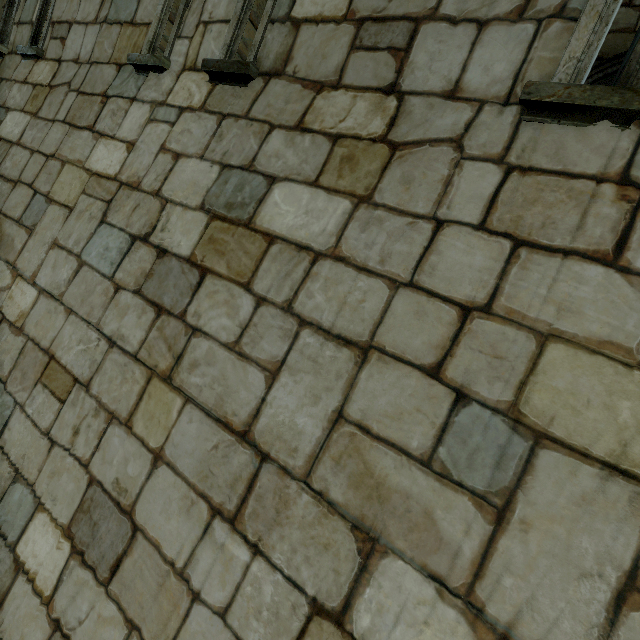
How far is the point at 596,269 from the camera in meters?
1.3 m
